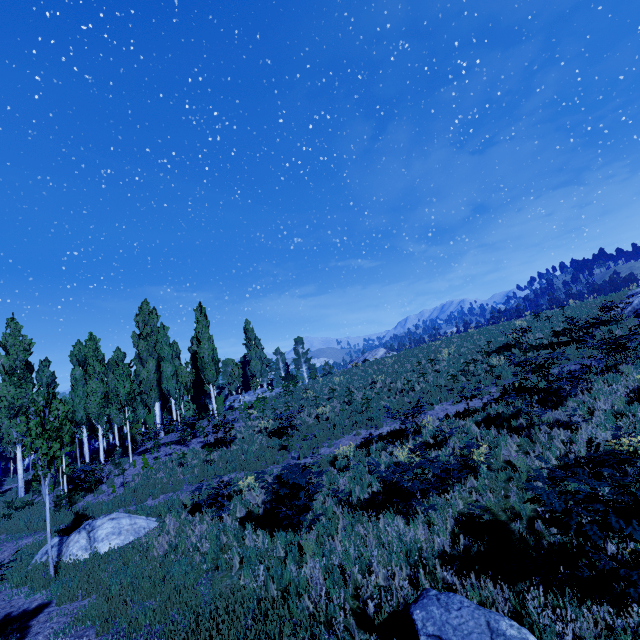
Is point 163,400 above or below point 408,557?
above

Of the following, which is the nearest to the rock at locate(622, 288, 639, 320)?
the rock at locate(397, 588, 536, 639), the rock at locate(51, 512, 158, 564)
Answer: the rock at locate(397, 588, 536, 639)

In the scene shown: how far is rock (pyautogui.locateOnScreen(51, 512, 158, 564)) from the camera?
9.8m

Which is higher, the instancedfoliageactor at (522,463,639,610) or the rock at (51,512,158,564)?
the instancedfoliageactor at (522,463,639,610)

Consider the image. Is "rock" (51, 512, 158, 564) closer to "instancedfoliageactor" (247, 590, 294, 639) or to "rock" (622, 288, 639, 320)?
"instancedfoliageactor" (247, 590, 294, 639)

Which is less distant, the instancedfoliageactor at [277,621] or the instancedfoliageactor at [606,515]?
the instancedfoliageactor at [606,515]

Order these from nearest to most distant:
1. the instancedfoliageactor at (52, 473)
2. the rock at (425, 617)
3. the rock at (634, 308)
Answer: the rock at (425, 617), the instancedfoliageactor at (52, 473), the rock at (634, 308)

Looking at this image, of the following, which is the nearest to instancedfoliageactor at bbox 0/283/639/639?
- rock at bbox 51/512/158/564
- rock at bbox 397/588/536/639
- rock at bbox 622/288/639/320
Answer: rock at bbox 51/512/158/564
